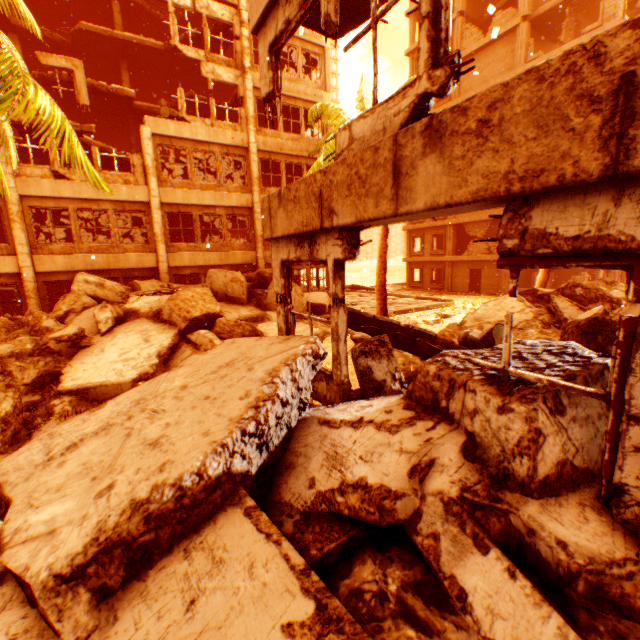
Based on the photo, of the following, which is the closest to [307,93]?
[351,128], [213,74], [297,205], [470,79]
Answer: [213,74]

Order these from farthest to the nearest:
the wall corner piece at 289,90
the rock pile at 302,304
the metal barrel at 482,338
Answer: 1. the wall corner piece at 289,90
2. the rock pile at 302,304
3. the metal barrel at 482,338

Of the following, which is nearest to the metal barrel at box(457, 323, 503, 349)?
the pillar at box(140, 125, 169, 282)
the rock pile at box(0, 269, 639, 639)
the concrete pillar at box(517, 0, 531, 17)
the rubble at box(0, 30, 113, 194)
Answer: the rock pile at box(0, 269, 639, 639)

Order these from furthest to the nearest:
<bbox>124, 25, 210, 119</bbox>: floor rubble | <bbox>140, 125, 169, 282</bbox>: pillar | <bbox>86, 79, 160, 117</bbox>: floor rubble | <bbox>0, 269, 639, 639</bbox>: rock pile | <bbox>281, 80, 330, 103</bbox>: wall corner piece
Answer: <bbox>124, 25, 210, 119</bbox>: floor rubble, <bbox>281, 80, 330, 103</bbox>: wall corner piece, <bbox>86, 79, 160, 117</bbox>: floor rubble, <bbox>140, 125, 169, 282</bbox>: pillar, <bbox>0, 269, 639, 639</bbox>: rock pile

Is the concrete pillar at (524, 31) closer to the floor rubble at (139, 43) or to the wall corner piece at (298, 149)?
the wall corner piece at (298, 149)

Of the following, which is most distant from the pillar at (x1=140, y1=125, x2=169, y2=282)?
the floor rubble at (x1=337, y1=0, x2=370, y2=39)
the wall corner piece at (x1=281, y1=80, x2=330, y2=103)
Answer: the floor rubble at (x1=337, y1=0, x2=370, y2=39)

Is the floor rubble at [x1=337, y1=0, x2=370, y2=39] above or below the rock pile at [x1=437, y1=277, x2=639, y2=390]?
above

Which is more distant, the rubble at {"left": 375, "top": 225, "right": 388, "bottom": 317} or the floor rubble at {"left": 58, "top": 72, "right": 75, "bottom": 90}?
the floor rubble at {"left": 58, "top": 72, "right": 75, "bottom": 90}
